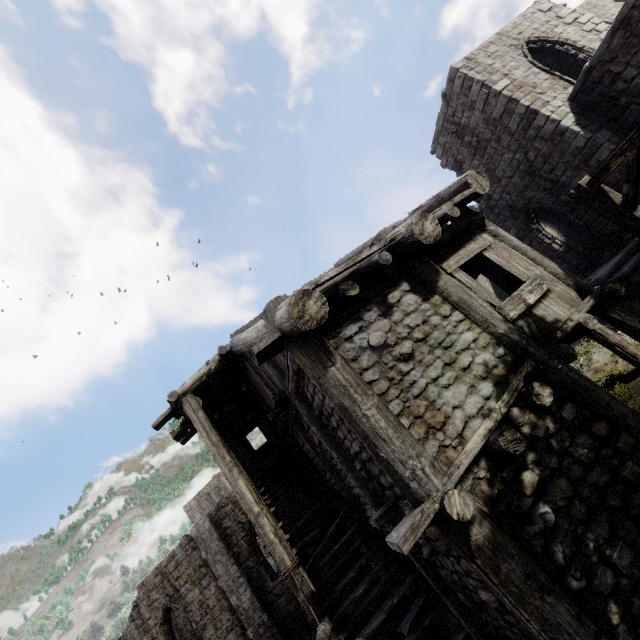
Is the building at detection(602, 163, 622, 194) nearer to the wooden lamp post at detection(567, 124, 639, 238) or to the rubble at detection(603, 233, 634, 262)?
the rubble at detection(603, 233, 634, 262)

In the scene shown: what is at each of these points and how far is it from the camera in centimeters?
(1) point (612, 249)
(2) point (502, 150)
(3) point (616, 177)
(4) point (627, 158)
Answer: (1) rubble, 1306cm
(2) building, 1405cm
(3) building, 1145cm
(4) wooden lamp post, 485cm

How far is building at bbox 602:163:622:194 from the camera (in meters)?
11.24

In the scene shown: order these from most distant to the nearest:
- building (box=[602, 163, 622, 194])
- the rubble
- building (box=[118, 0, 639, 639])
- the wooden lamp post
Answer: the rubble < building (box=[602, 163, 622, 194]) < the wooden lamp post < building (box=[118, 0, 639, 639])

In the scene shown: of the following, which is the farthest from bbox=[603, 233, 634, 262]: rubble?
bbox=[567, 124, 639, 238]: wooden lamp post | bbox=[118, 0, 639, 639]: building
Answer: bbox=[567, 124, 639, 238]: wooden lamp post

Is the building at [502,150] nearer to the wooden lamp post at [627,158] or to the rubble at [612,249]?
the rubble at [612,249]

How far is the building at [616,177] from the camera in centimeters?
1124cm
